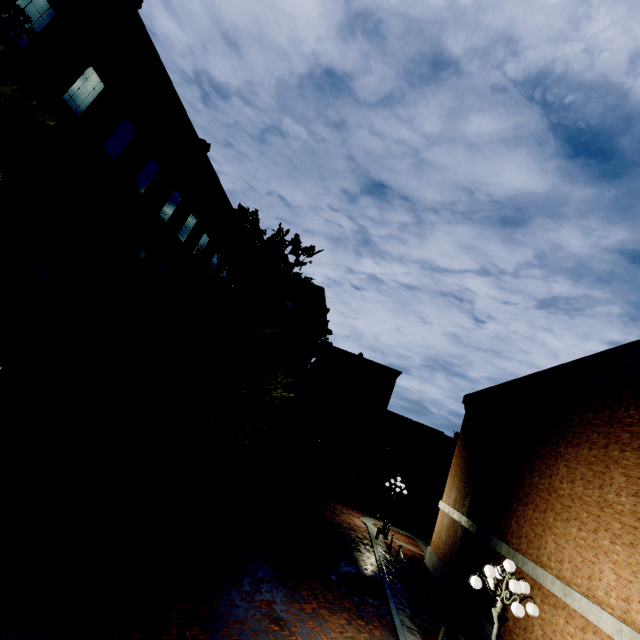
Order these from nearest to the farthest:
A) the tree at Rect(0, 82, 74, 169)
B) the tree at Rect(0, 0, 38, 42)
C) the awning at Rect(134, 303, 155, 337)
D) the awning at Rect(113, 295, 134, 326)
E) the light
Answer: the tree at Rect(0, 82, 74, 169)
the tree at Rect(0, 0, 38, 42)
the light
the awning at Rect(113, 295, 134, 326)
the awning at Rect(134, 303, 155, 337)

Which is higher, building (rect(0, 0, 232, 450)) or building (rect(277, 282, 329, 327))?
building (rect(277, 282, 329, 327))

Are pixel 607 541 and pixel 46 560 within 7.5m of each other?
no

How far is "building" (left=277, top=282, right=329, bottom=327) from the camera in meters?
26.7

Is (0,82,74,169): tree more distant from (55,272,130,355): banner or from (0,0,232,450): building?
(55,272,130,355): banner

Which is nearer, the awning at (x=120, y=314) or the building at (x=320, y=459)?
the awning at (x=120, y=314)

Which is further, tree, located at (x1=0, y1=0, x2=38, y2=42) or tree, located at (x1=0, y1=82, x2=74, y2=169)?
tree, located at (x1=0, y1=0, x2=38, y2=42)

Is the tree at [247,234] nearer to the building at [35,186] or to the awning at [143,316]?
the building at [35,186]
